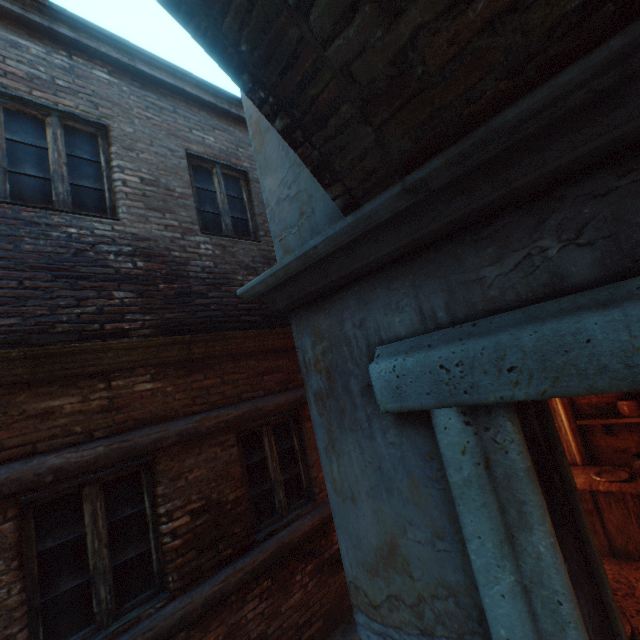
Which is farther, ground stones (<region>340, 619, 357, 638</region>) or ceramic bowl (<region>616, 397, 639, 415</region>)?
ceramic bowl (<region>616, 397, 639, 415</region>)

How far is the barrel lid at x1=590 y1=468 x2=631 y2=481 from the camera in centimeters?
419cm

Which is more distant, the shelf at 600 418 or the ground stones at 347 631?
the shelf at 600 418

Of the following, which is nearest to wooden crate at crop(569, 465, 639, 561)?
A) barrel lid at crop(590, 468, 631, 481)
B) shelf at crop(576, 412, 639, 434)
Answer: barrel lid at crop(590, 468, 631, 481)

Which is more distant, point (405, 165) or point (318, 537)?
point (318, 537)

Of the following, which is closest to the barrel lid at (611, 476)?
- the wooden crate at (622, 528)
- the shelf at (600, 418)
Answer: the wooden crate at (622, 528)

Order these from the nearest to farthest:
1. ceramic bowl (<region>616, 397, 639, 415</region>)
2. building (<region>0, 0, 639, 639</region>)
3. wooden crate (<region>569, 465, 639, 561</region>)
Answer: building (<region>0, 0, 639, 639</region>)
wooden crate (<region>569, 465, 639, 561</region>)
ceramic bowl (<region>616, 397, 639, 415</region>)
